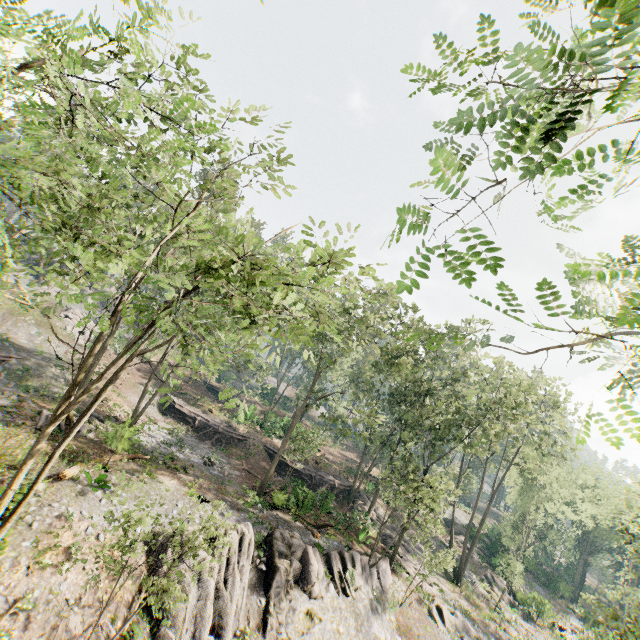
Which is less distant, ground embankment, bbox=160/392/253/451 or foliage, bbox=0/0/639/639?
foliage, bbox=0/0/639/639

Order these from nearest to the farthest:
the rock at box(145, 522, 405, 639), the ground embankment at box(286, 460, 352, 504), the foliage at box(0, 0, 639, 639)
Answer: the foliage at box(0, 0, 639, 639) < the rock at box(145, 522, 405, 639) < the ground embankment at box(286, 460, 352, 504)

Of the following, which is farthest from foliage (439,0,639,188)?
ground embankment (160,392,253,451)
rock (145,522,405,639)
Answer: ground embankment (160,392,253,451)

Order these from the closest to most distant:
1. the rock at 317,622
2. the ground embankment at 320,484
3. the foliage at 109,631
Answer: the foliage at 109,631
the rock at 317,622
the ground embankment at 320,484

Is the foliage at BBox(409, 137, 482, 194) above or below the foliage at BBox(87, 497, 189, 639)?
above

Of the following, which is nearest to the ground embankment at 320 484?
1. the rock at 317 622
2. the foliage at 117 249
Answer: the foliage at 117 249

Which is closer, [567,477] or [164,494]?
[164,494]

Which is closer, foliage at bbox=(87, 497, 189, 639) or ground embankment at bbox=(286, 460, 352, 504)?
foliage at bbox=(87, 497, 189, 639)
